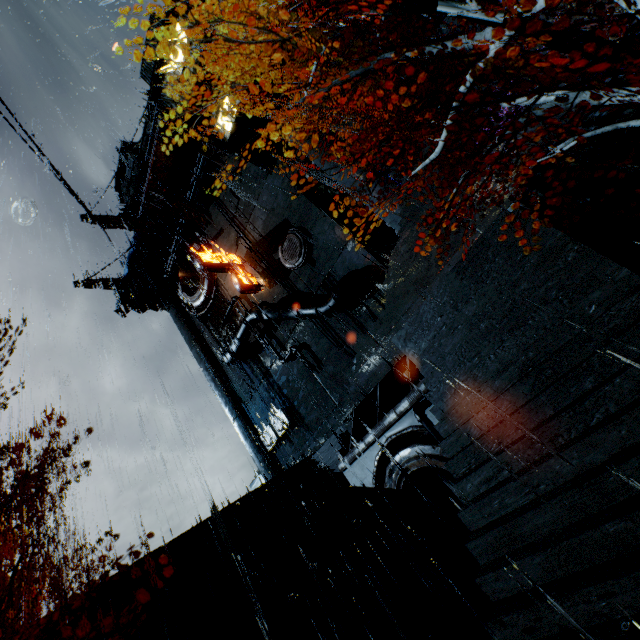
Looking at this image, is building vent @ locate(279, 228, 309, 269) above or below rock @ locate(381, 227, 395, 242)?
below

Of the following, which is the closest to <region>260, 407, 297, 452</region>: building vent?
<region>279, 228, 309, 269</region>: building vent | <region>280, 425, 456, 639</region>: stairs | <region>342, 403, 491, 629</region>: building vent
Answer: <region>280, 425, 456, 639</region>: stairs

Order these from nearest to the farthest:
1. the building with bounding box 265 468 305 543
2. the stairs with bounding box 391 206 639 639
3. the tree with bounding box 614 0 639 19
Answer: the stairs with bounding box 391 206 639 639 → the tree with bounding box 614 0 639 19 → the building with bounding box 265 468 305 543

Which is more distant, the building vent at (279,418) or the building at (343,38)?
the building vent at (279,418)

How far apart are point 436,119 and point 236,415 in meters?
27.6

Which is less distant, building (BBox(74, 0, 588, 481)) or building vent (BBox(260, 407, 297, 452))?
building (BBox(74, 0, 588, 481))

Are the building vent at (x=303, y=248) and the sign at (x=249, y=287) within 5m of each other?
yes

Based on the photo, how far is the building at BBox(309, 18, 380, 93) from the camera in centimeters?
1731cm
